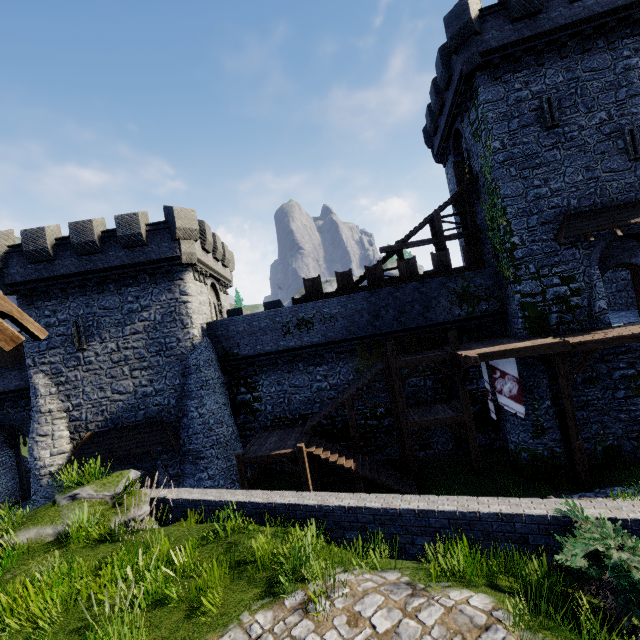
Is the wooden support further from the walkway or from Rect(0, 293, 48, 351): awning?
Rect(0, 293, 48, 351): awning

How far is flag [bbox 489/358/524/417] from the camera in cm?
1384

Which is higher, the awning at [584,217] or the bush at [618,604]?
the awning at [584,217]

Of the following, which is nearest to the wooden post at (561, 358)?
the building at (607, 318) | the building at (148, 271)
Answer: the building at (607, 318)

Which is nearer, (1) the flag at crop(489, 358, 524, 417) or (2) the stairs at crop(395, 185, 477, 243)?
(1) the flag at crop(489, 358, 524, 417)

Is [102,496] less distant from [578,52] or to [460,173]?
[460,173]

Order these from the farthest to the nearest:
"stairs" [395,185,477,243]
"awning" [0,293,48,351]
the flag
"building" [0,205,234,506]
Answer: "stairs" [395,185,477,243] → "building" [0,205,234,506] → the flag → "awning" [0,293,48,351]

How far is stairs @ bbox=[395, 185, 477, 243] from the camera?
19.86m
